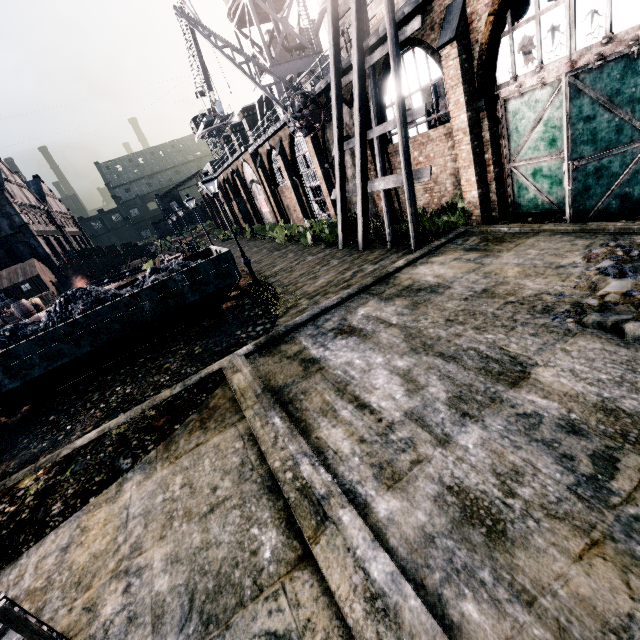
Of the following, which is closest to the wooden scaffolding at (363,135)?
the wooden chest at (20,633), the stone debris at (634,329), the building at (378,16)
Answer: the building at (378,16)

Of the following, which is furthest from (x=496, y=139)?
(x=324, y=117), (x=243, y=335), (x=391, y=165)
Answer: (x=243, y=335)

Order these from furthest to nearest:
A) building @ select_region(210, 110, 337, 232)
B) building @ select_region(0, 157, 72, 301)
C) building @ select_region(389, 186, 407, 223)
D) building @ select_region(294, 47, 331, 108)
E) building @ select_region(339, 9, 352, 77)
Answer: building @ select_region(0, 157, 72, 301) < building @ select_region(210, 110, 337, 232) < building @ select_region(389, 186, 407, 223) < building @ select_region(294, 47, 331, 108) < building @ select_region(339, 9, 352, 77)

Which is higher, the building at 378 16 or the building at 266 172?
the building at 378 16

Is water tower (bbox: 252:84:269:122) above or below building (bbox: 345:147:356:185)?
above

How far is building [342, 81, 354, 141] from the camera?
16.2m

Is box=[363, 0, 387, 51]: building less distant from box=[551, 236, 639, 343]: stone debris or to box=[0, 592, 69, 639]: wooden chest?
box=[551, 236, 639, 343]: stone debris

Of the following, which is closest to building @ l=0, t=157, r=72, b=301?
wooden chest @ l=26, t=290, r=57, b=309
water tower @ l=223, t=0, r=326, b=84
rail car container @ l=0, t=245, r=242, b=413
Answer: water tower @ l=223, t=0, r=326, b=84
